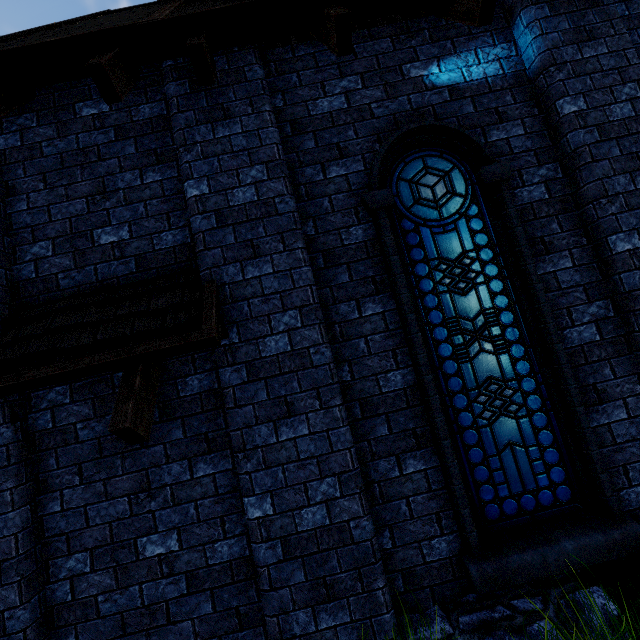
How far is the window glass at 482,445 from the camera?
2.94m

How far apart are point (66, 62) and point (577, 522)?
6.45m

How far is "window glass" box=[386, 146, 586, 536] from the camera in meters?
2.9 m
